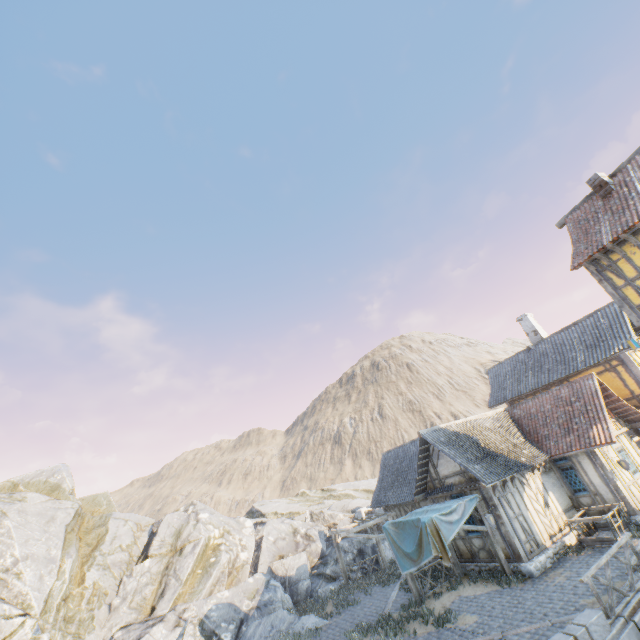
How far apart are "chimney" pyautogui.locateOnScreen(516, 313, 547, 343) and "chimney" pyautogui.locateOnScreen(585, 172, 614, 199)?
12.4m

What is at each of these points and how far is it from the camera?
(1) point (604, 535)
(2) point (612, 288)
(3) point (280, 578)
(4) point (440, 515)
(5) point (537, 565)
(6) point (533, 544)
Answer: (1) wagon, 13.8m
(2) building, 12.4m
(3) rock, 20.6m
(4) fabric, 13.0m
(5) stone foundation, 12.8m
(6) building, 13.6m

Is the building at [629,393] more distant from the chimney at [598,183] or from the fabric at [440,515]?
the fabric at [440,515]

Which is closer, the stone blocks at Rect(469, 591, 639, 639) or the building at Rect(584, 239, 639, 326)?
the stone blocks at Rect(469, 591, 639, 639)

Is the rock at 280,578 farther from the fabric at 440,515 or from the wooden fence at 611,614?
the wooden fence at 611,614

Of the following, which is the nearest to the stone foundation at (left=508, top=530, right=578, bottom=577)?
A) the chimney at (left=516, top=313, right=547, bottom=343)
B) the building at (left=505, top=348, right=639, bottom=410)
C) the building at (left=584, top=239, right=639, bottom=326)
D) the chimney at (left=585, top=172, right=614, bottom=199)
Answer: the building at (left=505, top=348, right=639, bottom=410)

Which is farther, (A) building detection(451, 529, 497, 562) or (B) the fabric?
(A) building detection(451, 529, 497, 562)

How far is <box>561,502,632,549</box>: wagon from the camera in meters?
12.8 m
